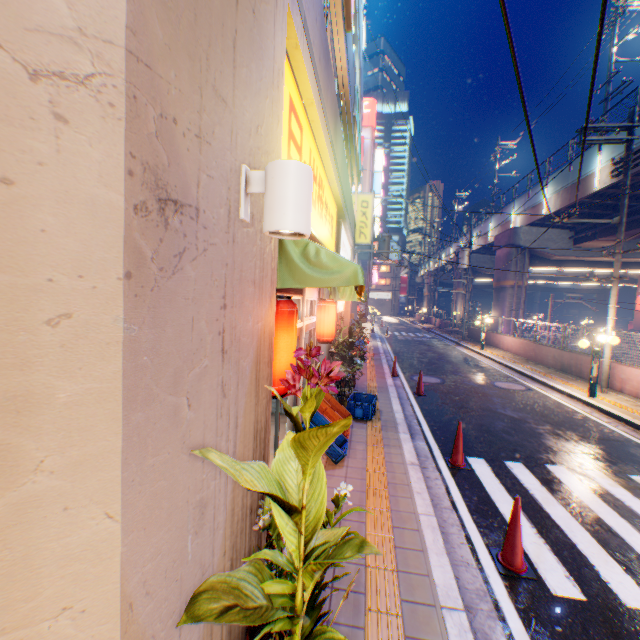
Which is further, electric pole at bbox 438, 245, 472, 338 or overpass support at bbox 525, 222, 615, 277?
electric pole at bbox 438, 245, 472, 338

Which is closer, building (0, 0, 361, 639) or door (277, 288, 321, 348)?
building (0, 0, 361, 639)

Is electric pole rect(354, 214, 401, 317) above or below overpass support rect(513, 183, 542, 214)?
below

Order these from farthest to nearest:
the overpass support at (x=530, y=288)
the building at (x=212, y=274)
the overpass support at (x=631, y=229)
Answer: the overpass support at (x=530, y=288) < the overpass support at (x=631, y=229) < the building at (x=212, y=274)

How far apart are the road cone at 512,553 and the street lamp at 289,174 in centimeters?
403cm

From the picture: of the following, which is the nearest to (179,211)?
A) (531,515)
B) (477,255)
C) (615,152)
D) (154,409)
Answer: (154,409)

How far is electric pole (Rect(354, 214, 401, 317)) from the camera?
16.1m

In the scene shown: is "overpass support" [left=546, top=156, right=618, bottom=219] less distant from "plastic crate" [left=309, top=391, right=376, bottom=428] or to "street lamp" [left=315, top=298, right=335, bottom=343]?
"plastic crate" [left=309, top=391, right=376, bottom=428]
